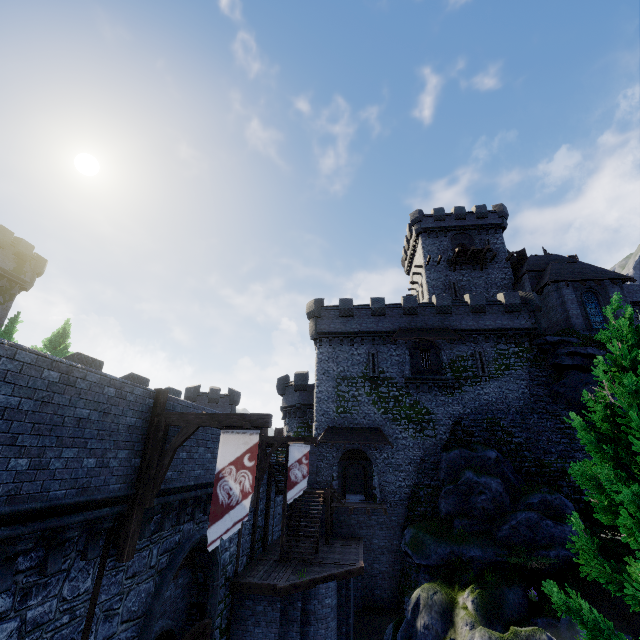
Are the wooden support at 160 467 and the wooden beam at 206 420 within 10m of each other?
yes

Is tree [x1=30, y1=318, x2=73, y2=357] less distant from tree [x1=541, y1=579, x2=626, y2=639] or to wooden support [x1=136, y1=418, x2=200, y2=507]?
wooden support [x1=136, y1=418, x2=200, y2=507]

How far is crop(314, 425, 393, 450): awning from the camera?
25.8 meters

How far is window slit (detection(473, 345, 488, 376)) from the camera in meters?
27.5

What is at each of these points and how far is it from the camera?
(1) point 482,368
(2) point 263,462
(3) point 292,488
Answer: (1) window slit, 27.73m
(2) wooden support, 17.17m
(3) flag, 16.39m

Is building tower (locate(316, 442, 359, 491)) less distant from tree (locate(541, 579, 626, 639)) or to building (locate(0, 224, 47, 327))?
tree (locate(541, 579, 626, 639))

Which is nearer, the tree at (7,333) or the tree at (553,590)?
the tree at (553,590)

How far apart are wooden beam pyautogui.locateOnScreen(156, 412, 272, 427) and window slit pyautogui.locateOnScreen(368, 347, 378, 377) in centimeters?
2088cm
